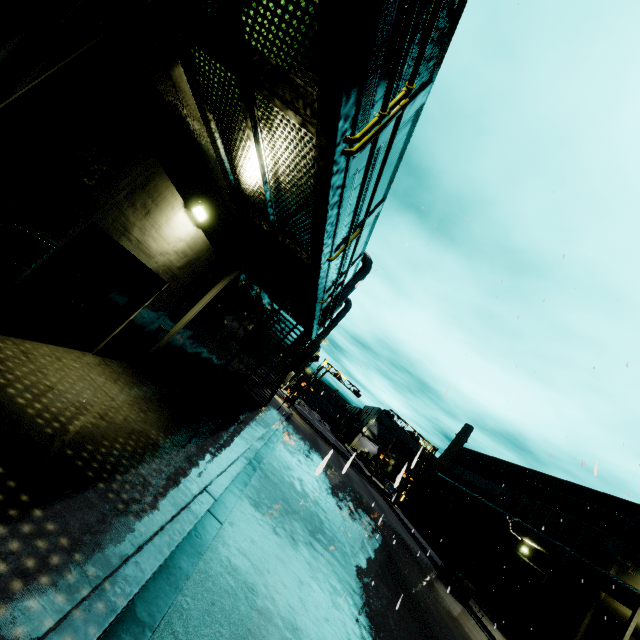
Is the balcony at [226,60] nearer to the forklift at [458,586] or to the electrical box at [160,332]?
the electrical box at [160,332]

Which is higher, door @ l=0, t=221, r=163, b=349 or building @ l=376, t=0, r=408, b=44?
building @ l=376, t=0, r=408, b=44

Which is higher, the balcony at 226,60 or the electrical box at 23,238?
the balcony at 226,60

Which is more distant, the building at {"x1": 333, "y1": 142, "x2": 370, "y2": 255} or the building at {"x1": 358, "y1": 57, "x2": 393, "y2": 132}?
the building at {"x1": 333, "y1": 142, "x2": 370, "y2": 255}

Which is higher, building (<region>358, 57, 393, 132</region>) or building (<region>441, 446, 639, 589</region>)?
building (<region>358, 57, 393, 132</region>)

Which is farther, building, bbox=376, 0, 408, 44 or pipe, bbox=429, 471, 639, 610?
pipe, bbox=429, 471, 639, 610

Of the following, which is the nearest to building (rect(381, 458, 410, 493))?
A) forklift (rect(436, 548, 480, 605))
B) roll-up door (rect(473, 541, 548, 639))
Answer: roll-up door (rect(473, 541, 548, 639))

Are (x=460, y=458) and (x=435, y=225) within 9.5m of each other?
no
